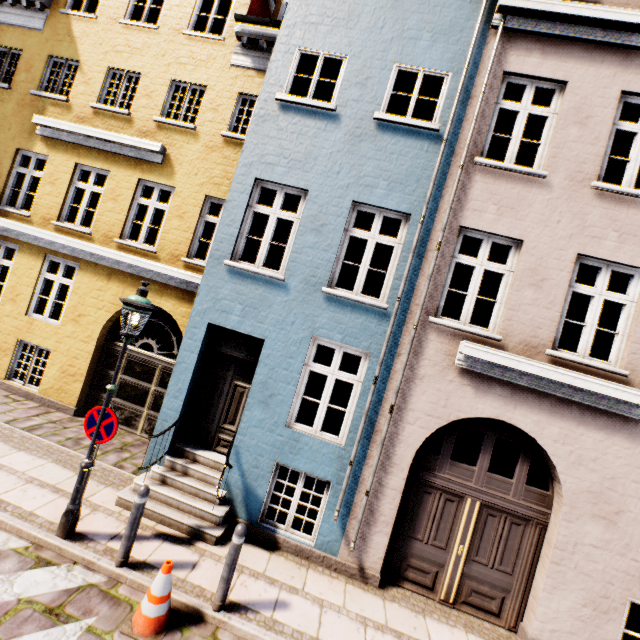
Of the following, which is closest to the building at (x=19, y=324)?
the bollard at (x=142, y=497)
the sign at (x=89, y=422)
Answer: the bollard at (x=142, y=497)

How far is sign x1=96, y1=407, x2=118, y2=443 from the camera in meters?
4.7

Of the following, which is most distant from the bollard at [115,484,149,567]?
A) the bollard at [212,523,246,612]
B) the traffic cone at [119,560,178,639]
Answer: the bollard at [212,523,246,612]

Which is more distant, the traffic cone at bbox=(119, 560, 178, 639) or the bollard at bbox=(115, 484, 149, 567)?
the bollard at bbox=(115, 484, 149, 567)

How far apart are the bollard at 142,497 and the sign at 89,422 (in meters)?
1.09

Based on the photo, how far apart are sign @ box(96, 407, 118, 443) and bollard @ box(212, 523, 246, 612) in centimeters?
227cm

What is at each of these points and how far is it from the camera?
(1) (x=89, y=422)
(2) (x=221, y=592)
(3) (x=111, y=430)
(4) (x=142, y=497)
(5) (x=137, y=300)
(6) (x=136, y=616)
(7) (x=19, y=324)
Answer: (1) sign, 4.76m
(2) bollard, 4.22m
(3) sign, 4.71m
(4) bollard, 4.46m
(5) street light, 4.67m
(6) traffic cone, 3.87m
(7) building, 8.73m

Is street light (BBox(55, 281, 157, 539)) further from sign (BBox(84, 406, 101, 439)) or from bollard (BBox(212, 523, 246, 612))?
bollard (BBox(212, 523, 246, 612))
